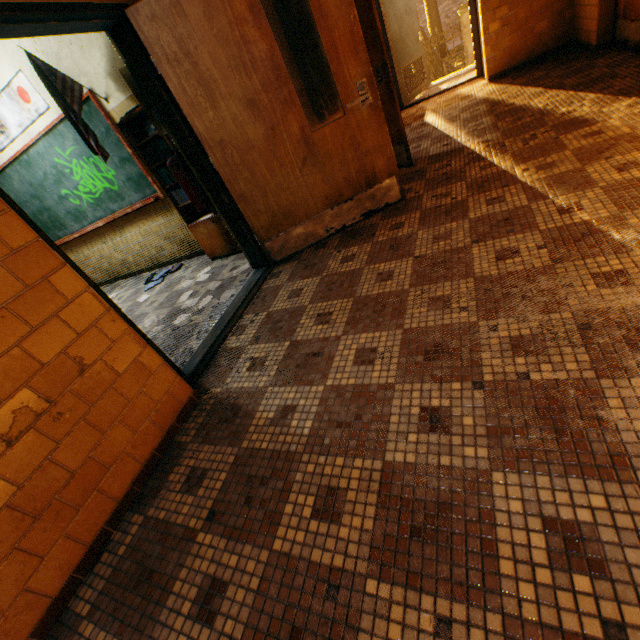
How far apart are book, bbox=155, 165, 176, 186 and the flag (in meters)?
0.37

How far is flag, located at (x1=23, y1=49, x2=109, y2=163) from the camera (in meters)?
3.17

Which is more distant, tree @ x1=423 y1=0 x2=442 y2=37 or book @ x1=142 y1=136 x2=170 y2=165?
tree @ x1=423 y1=0 x2=442 y2=37

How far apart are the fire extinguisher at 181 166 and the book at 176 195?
0.5m

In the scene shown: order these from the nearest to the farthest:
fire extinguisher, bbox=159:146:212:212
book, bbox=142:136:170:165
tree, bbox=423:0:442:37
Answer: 1. fire extinguisher, bbox=159:146:212:212
2. book, bbox=142:136:170:165
3. tree, bbox=423:0:442:37

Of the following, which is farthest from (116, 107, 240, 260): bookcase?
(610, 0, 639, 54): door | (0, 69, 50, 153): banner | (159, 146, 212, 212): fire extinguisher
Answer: (610, 0, 639, 54): door

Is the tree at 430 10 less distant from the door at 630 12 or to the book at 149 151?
the door at 630 12

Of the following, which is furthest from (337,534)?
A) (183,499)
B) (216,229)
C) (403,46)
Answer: (403,46)
